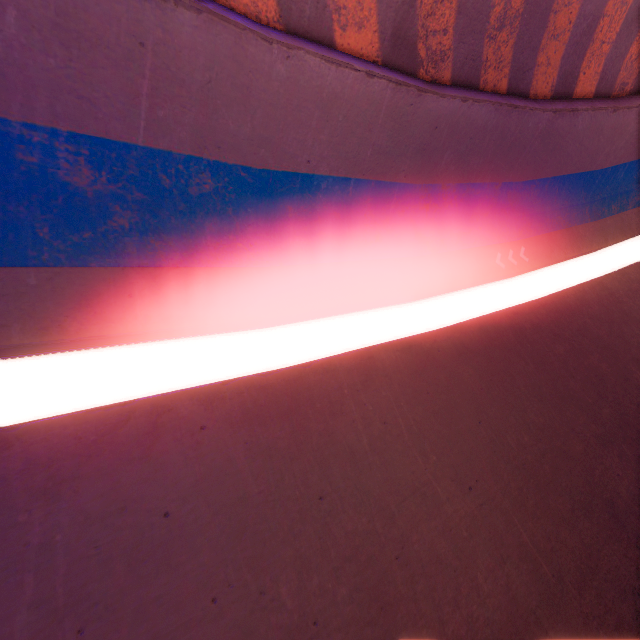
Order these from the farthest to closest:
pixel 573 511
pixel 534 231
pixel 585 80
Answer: pixel 534 231, pixel 585 80, pixel 573 511
